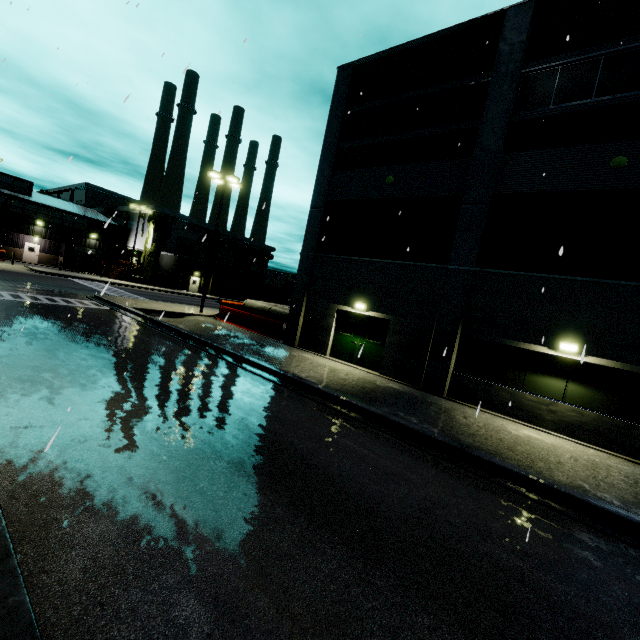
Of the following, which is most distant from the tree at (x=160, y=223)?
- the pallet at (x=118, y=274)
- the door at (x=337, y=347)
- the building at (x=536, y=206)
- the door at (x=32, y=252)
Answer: the door at (x=337, y=347)

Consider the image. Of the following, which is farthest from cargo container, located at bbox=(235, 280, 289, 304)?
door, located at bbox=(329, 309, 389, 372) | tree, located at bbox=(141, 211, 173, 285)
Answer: door, located at bbox=(329, 309, 389, 372)

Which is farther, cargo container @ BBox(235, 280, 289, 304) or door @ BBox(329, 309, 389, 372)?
cargo container @ BBox(235, 280, 289, 304)

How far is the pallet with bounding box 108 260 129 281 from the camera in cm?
4220

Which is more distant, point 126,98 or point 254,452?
point 254,452

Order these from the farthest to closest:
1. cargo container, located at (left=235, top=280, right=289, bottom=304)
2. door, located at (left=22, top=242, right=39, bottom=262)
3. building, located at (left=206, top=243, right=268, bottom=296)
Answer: building, located at (left=206, top=243, right=268, bottom=296) → cargo container, located at (left=235, top=280, right=289, bottom=304) → door, located at (left=22, top=242, right=39, bottom=262)

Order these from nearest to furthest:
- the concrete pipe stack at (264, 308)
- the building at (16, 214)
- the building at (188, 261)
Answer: the concrete pipe stack at (264, 308), the building at (16, 214), the building at (188, 261)

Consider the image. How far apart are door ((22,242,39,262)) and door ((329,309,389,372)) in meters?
47.4
